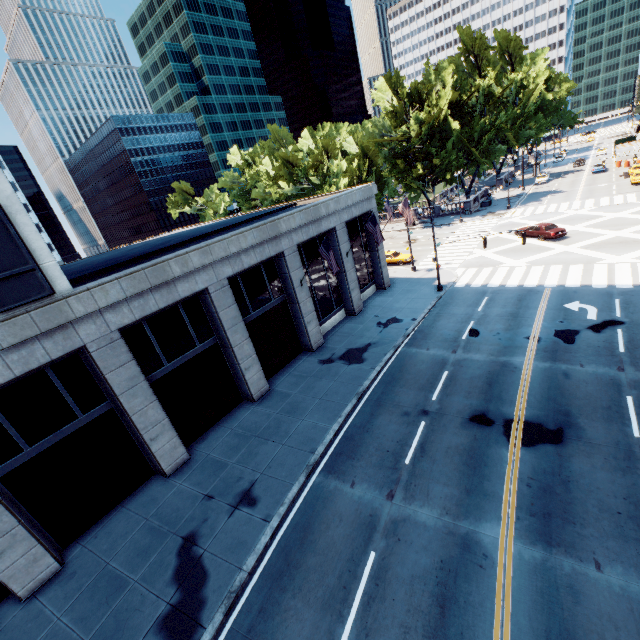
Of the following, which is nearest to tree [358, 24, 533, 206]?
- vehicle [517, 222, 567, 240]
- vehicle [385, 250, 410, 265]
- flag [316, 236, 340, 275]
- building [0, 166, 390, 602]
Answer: vehicle [385, 250, 410, 265]

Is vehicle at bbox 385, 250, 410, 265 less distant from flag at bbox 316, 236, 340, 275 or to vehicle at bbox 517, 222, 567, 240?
vehicle at bbox 517, 222, 567, 240

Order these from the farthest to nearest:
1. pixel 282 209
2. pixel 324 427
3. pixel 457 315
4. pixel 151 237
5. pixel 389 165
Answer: pixel 389 165 → pixel 151 237 → pixel 282 209 → pixel 457 315 → pixel 324 427

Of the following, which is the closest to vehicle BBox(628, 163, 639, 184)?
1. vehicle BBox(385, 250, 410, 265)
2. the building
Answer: vehicle BBox(385, 250, 410, 265)

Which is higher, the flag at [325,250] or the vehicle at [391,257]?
the flag at [325,250]

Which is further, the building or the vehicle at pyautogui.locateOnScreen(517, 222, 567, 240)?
the vehicle at pyautogui.locateOnScreen(517, 222, 567, 240)

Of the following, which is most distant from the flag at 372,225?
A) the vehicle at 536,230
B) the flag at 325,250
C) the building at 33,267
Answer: the vehicle at 536,230

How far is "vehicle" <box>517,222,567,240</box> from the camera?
31.84m
